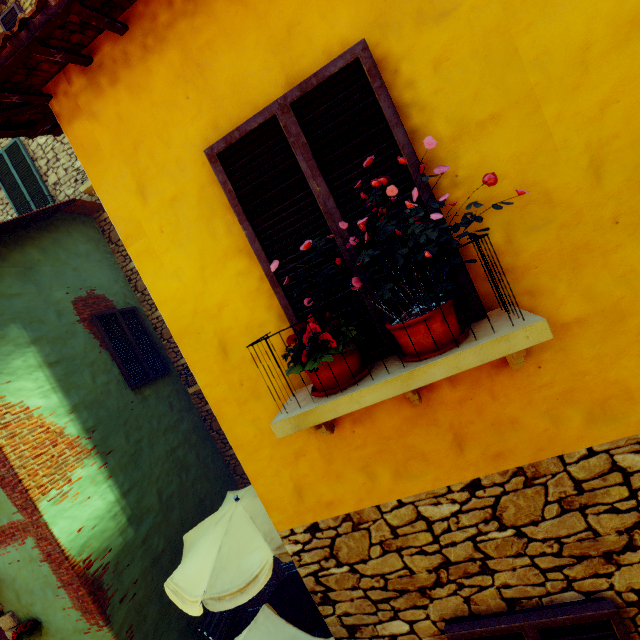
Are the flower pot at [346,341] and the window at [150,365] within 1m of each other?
no

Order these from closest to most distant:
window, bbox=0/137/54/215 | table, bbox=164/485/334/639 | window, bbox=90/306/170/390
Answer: table, bbox=164/485/334/639 → window, bbox=90/306/170/390 → window, bbox=0/137/54/215

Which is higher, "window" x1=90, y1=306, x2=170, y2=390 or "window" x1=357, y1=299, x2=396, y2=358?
"window" x1=90, y1=306, x2=170, y2=390

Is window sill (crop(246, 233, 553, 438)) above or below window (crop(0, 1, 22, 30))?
below

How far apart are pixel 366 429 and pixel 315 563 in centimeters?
127cm

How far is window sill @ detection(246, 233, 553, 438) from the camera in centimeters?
152cm

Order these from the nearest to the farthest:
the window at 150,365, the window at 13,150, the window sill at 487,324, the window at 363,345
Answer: the window sill at 487,324 < the window at 363,345 < the window at 150,365 < the window at 13,150

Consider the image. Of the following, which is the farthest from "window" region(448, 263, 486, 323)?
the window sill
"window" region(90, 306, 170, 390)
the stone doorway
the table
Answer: the table
